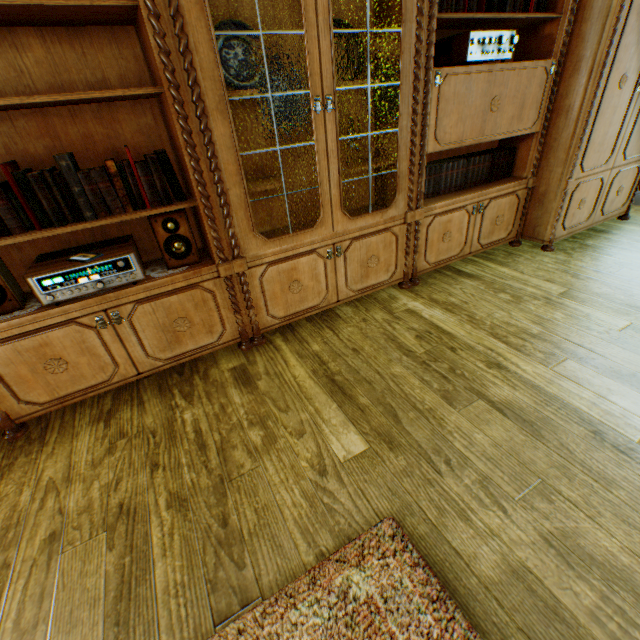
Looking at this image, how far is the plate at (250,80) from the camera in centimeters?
169cm

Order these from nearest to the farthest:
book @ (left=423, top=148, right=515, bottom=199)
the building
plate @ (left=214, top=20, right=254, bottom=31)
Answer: the building < plate @ (left=214, top=20, right=254, bottom=31) < book @ (left=423, top=148, right=515, bottom=199)

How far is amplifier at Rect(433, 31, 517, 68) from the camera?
2.0m

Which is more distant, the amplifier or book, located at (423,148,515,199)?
book, located at (423,148,515,199)

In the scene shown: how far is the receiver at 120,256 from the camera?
1.49m

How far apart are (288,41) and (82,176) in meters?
1.3 m

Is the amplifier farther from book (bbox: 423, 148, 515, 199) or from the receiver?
the receiver

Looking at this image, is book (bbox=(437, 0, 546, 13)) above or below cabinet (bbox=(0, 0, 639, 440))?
above
